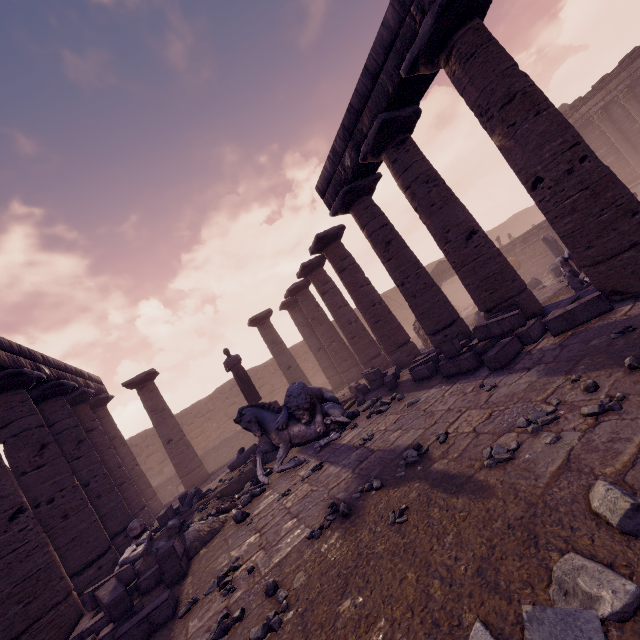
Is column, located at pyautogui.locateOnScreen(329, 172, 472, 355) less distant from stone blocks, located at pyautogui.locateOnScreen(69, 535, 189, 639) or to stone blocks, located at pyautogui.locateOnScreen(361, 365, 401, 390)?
stone blocks, located at pyautogui.locateOnScreen(361, 365, 401, 390)

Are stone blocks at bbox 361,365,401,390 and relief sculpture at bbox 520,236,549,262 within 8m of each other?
no

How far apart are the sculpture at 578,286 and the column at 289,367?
11.3m

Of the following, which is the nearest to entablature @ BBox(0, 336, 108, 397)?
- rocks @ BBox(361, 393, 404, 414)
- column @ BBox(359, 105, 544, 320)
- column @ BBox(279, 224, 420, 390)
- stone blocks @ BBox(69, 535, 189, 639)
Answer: column @ BBox(359, 105, 544, 320)

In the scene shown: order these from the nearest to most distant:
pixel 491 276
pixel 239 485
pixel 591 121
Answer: pixel 491 276
pixel 239 485
pixel 591 121

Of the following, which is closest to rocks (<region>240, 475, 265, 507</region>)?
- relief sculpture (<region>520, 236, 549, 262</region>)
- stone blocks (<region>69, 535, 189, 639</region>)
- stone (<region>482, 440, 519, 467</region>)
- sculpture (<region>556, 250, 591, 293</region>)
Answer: stone blocks (<region>69, 535, 189, 639</region>)

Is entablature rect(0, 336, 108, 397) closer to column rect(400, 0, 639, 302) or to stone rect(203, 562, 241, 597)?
column rect(400, 0, 639, 302)

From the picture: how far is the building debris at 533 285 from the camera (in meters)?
13.07
